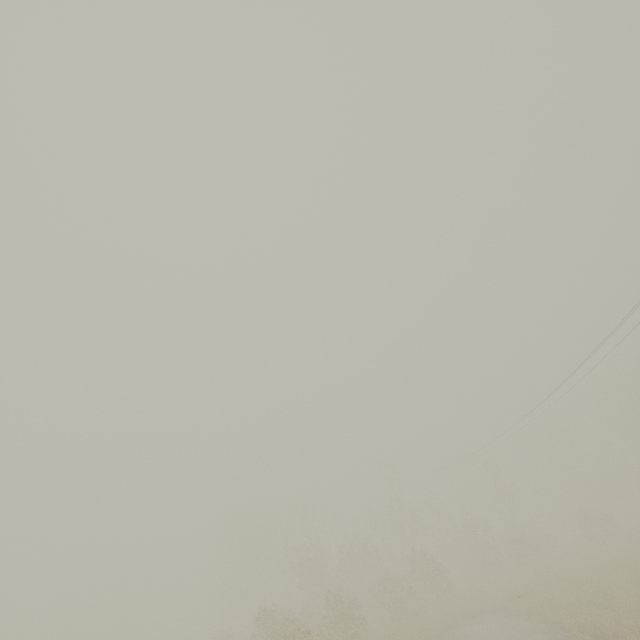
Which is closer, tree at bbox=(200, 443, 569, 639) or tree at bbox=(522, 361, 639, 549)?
tree at bbox=(200, 443, 569, 639)

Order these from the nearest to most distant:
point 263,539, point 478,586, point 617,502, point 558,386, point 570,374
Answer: point 570,374, point 558,386, point 478,586, point 263,539, point 617,502

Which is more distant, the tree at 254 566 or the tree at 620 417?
the tree at 620 417
